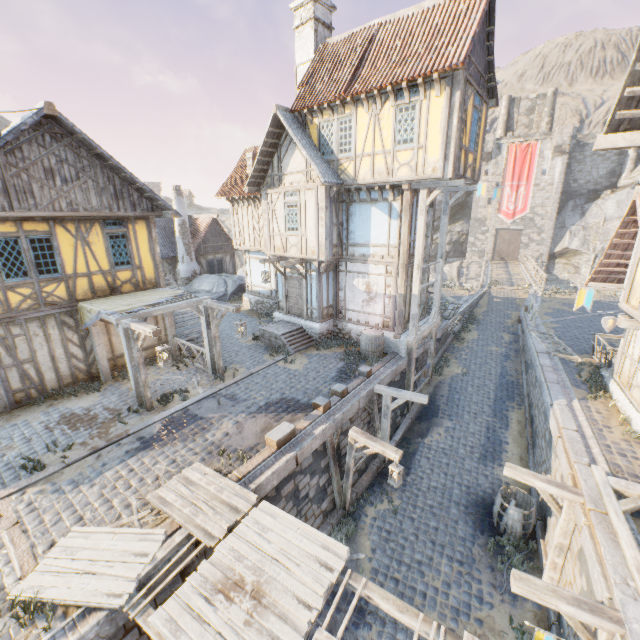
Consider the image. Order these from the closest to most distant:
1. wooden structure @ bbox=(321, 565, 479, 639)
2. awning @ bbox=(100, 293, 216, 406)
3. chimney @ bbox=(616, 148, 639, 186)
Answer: wooden structure @ bbox=(321, 565, 479, 639) → awning @ bbox=(100, 293, 216, 406) → chimney @ bbox=(616, 148, 639, 186)

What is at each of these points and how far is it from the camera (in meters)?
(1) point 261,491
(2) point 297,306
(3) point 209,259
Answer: (1) stone blocks, 7.31
(2) door, 15.84
(3) building, 26.92

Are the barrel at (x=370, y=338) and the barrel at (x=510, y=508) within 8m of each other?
yes

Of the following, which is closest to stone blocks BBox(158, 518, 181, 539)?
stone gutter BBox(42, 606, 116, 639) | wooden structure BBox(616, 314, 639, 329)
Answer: wooden structure BBox(616, 314, 639, 329)

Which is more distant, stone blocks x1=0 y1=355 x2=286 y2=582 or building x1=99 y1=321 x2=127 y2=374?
building x1=99 y1=321 x2=127 y2=374

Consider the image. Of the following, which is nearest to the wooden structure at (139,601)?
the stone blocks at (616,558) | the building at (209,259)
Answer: the stone blocks at (616,558)

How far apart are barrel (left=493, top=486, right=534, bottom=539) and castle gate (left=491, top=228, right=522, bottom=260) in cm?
3812

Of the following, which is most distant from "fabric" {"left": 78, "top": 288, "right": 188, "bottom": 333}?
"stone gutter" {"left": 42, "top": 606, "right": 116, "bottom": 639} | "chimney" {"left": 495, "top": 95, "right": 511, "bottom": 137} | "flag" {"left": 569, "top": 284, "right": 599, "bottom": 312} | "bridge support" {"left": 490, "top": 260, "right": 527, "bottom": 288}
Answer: "chimney" {"left": 495, "top": 95, "right": 511, "bottom": 137}
